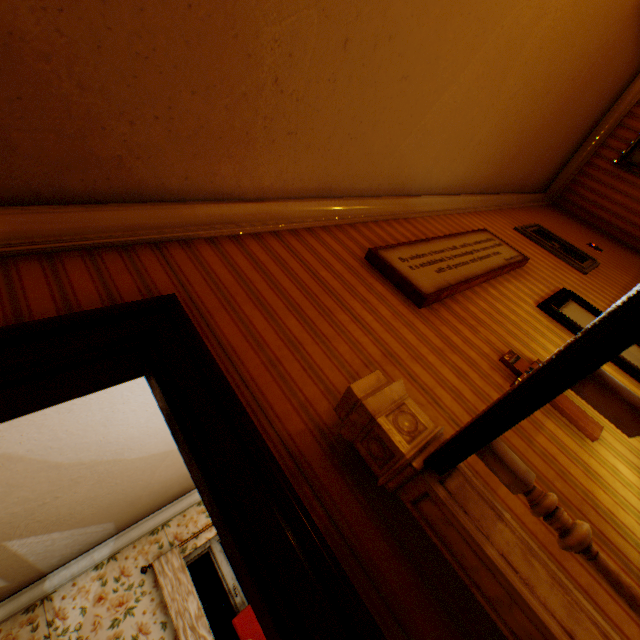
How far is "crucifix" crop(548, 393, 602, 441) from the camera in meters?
1.8

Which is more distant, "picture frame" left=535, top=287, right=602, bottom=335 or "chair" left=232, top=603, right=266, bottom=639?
"chair" left=232, top=603, right=266, bottom=639

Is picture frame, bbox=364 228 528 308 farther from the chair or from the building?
the chair

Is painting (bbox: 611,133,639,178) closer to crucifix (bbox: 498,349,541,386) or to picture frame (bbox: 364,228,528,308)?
picture frame (bbox: 364,228,528,308)

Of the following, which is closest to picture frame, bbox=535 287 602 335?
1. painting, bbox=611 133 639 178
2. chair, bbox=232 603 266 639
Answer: painting, bbox=611 133 639 178

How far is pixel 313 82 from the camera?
2.0m

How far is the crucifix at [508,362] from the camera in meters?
2.0 m

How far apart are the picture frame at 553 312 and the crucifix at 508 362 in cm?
80
